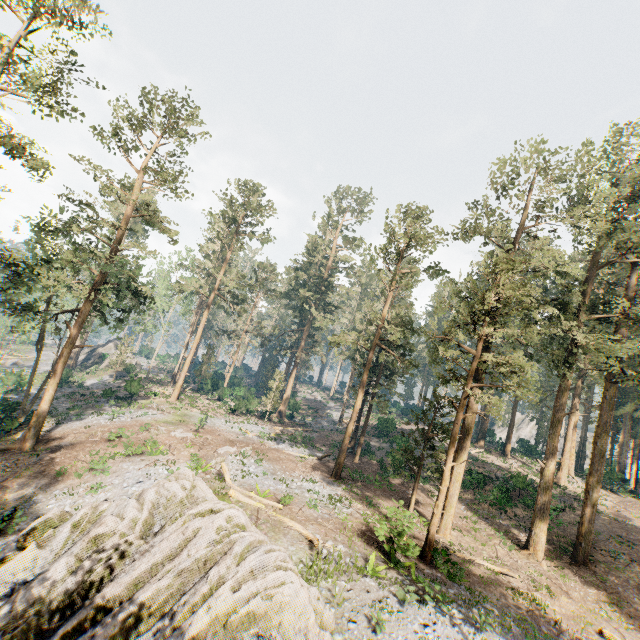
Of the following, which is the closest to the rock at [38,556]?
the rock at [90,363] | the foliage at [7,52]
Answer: the foliage at [7,52]

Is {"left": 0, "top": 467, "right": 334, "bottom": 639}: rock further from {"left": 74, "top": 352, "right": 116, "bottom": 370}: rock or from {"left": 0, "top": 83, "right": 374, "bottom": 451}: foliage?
{"left": 74, "top": 352, "right": 116, "bottom": 370}: rock

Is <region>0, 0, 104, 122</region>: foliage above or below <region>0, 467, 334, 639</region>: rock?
above

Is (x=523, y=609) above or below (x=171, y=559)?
below

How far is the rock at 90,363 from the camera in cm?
5328

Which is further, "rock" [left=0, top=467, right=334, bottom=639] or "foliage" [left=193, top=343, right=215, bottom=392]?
"foliage" [left=193, top=343, right=215, bottom=392]

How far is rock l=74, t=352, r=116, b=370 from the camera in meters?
53.3

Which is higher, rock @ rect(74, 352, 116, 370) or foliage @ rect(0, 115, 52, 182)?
foliage @ rect(0, 115, 52, 182)
